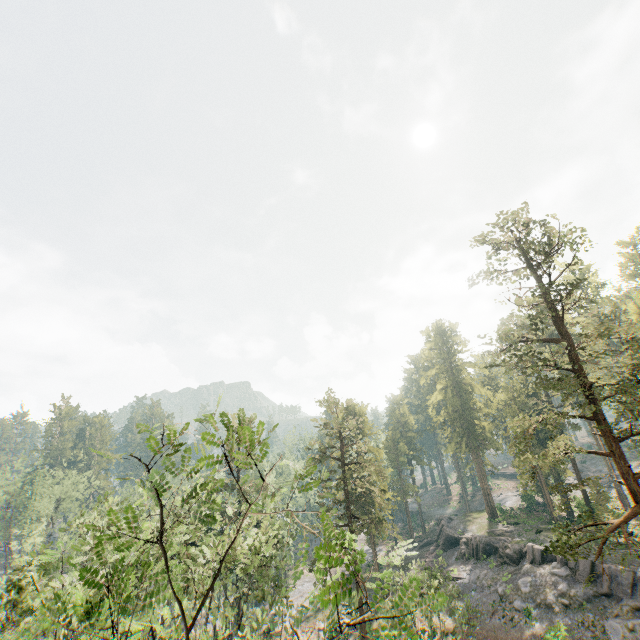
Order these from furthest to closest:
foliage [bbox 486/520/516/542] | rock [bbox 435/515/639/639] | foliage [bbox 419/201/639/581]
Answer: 1. foliage [bbox 486/520/516/542]
2. rock [bbox 435/515/639/639]
3. foliage [bbox 419/201/639/581]

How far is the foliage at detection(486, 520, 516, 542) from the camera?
40.3m

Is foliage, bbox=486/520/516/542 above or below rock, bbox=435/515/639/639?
above

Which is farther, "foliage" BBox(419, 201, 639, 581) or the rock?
the rock

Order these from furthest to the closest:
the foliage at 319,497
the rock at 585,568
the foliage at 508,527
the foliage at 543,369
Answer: the foliage at 508,527 < the rock at 585,568 < the foliage at 543,369 < the foliage at 319,497

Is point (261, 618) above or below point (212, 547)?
below

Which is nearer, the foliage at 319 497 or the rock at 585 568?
the foliage at 319 497
